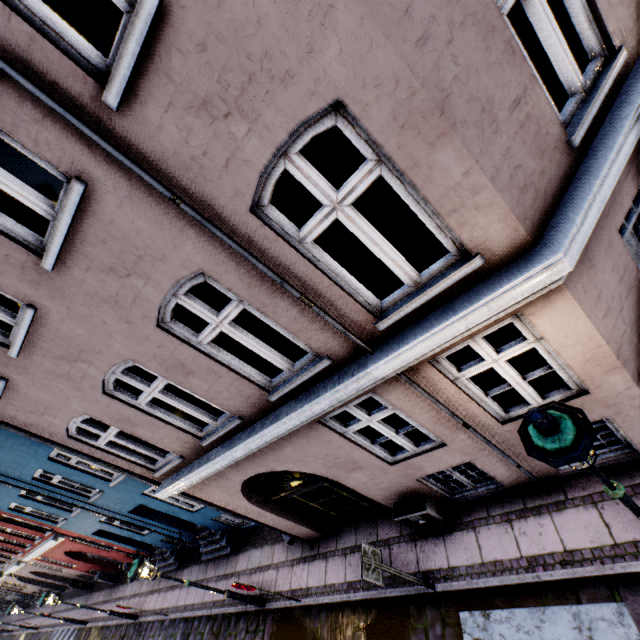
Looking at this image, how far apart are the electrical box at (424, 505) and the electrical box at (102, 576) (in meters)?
19.03

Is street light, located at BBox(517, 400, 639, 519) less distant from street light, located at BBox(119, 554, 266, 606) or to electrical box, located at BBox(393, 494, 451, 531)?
electrical box, located at BBox(393, 494, 451, 531)

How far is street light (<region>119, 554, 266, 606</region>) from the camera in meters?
7.1 m

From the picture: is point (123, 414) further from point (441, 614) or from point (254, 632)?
point (254, 632)

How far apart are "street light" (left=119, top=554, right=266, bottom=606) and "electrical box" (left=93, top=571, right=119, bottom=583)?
13.9m

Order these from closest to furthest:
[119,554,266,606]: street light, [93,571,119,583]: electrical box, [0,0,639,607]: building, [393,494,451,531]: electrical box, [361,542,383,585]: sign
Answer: [0,0,639,607]: building
[361,542,383,585]: sign
[393,494,451,531]: electrical box
[119,554,266,606]: street light
[93,571,119,583]: electrical box

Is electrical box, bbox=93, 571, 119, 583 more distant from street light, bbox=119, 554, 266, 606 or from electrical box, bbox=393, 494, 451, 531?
electrical box, bbox=393, 494, 451, 531

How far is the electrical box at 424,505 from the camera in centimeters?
607cm
